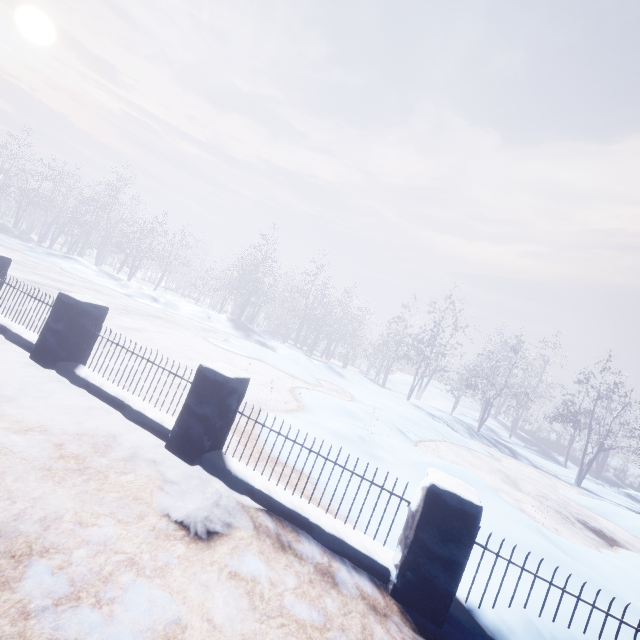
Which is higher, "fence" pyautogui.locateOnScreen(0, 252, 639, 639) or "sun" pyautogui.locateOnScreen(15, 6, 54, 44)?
"sun" pyautogui.locateOnScreen(15, 6, 54, 44)

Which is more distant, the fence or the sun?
the sun

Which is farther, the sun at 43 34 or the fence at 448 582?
the sun at 43 34

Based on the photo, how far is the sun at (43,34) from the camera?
45.8m

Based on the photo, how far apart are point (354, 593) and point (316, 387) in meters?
9.0 m

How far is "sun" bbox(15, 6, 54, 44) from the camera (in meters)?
45.75
